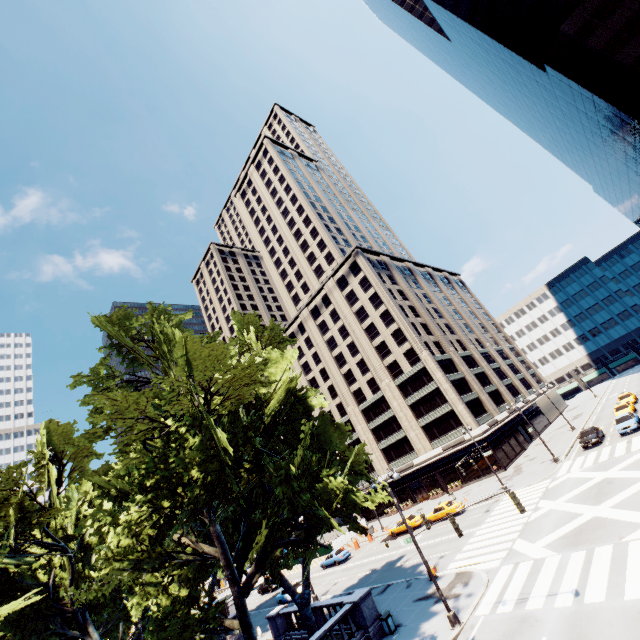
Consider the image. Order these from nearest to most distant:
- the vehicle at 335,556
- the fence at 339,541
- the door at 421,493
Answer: Result: the vehicle at 335,556 → the fence at 339,541 → the door at 421,493

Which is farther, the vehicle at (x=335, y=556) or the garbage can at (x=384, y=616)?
the vehicle at (x=335, y=556)

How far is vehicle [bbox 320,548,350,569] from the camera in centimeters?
4094cm

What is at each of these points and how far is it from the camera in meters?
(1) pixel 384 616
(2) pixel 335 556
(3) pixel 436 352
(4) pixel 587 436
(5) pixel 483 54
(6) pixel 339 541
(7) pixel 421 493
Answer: (1) garbage can, 18.3
(2) vehicle, 41.5
(3) building, 55.9
(4) vehicle, 35.2
(5) building, 57.9
(6) fence, 46.9
(7) door, 53.1

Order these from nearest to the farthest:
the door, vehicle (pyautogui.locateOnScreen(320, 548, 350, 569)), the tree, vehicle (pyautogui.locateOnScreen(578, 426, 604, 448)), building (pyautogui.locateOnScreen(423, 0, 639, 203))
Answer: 1. the tree
2. vehicle (pyautogui.locateOnScreen(578, 426, 604, 448))
3. building (pyautogui.locateOnScreen(423, 0, 639, 203))
4. vehicle (pyautogui.locateOnScreen(320, 548, 350, 569))
5. the door

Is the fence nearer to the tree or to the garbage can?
the tree

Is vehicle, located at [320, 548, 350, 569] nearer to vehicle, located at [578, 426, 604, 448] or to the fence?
the fence

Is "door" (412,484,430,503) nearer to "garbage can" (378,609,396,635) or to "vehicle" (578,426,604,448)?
"vehicle" (578,426,604,448)
